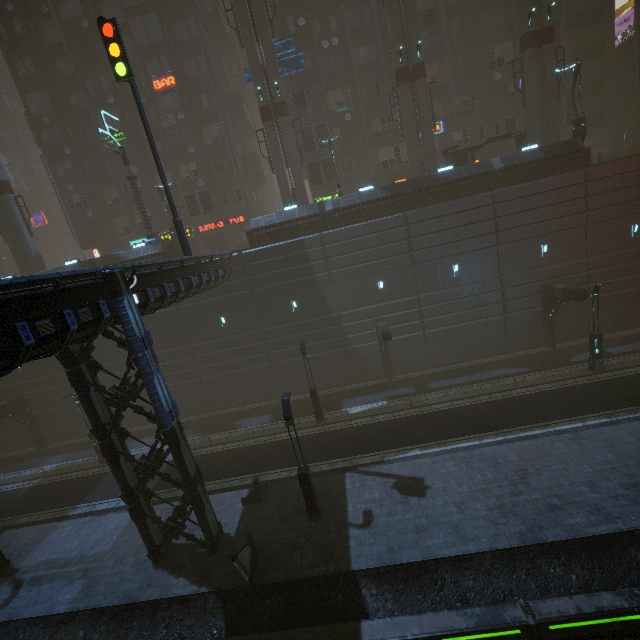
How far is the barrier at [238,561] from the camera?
12.0m

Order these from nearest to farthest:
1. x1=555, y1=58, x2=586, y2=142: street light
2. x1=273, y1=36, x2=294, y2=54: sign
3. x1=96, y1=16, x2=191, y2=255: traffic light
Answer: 1. x1=96, y1=16, x2=191, y2=255: traffic light
2. x1=555, y1=58, x2=586, y2=142: street light
3. x1=273, y1=36, x2=294, y2=54: sign

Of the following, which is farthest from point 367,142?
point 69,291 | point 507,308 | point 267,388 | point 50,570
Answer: point 50,570

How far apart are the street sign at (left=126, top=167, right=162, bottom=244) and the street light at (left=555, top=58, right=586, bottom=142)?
31.27m

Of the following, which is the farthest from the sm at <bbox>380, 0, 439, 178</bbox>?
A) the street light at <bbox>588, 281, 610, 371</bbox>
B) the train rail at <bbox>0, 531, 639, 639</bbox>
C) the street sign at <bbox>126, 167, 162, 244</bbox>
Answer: the train rail at <bbox>0, 531, 639, 639</bbox>

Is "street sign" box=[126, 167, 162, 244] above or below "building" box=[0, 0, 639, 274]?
above

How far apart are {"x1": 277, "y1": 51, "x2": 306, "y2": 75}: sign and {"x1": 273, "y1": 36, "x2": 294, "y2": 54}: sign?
0.2 meters

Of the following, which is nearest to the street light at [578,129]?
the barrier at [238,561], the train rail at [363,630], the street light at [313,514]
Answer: the train rail at [363,630]
